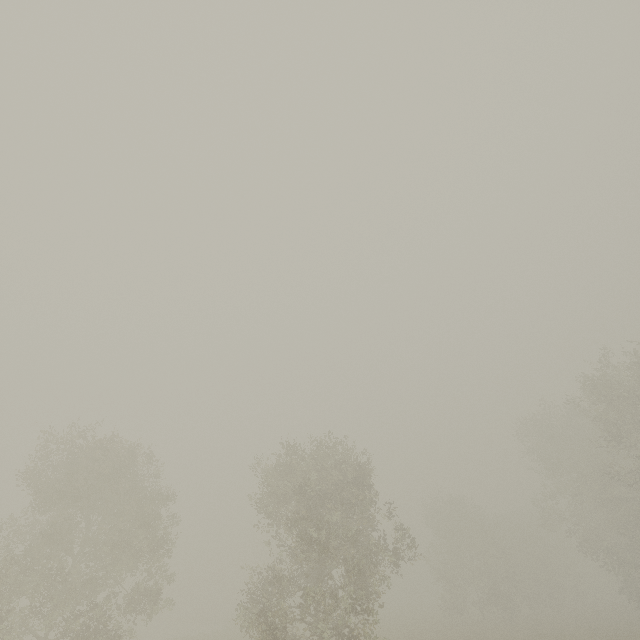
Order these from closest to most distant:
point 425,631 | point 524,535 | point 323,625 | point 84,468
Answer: point 323,625 → point 84,468 → point 425,631 → point 524,535
